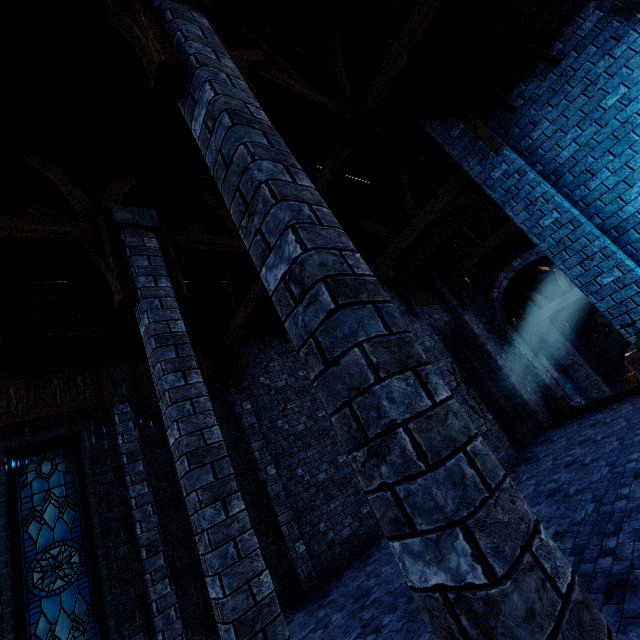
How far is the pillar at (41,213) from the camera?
4.6 meters

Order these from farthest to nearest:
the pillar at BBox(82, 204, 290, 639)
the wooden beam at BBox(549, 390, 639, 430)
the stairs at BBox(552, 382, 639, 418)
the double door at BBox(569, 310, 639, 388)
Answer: the double door at BBox(569, 310, 639, 388) < the stairs at BBox(552, 382, 639, 418) < the wooden beam at BBox(549, 390, 639, 430) < the pillar at BBox(82, 204, 290, 639)

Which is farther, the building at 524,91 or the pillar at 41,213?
the building at 524,91

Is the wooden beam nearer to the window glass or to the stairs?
the stairs

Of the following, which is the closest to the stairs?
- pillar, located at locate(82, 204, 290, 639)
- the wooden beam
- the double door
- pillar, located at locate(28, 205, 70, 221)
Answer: the wooden beam

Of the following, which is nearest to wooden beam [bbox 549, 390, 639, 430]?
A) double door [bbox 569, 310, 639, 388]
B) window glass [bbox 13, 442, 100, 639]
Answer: double door [bbox 569, 310, 639, 388]

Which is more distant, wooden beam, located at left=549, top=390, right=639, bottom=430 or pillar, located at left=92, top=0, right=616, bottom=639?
wooden beam, located at left=549, top=390, right=639, bottom=430

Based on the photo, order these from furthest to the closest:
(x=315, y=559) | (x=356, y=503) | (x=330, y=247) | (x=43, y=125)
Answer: (x=356, y=503) < (x=315, y=559) < (x=43, y=125) < (x=330, y=247)
